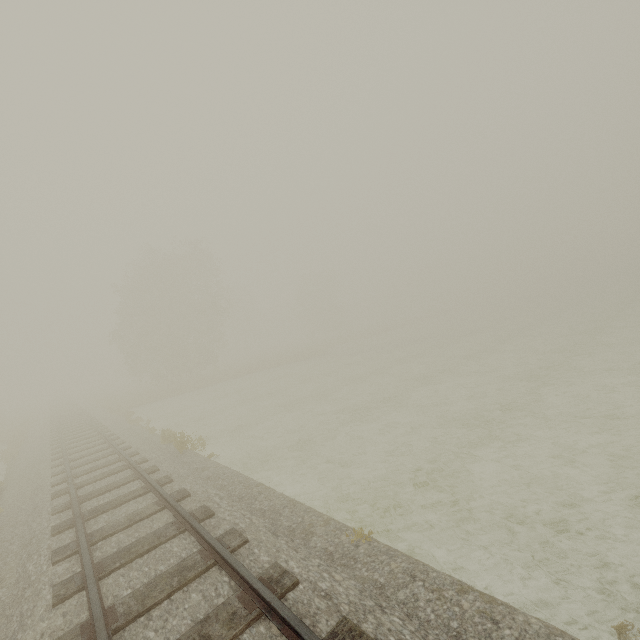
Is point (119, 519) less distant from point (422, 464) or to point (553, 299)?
point (422, 464)
